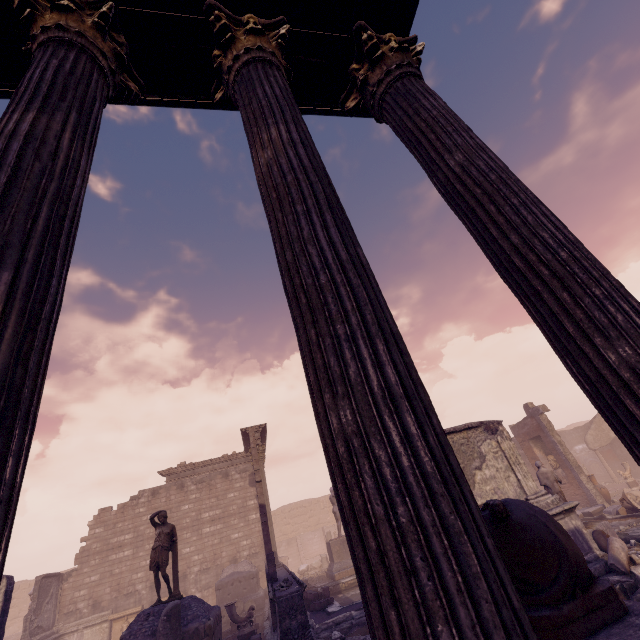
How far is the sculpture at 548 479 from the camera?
10.0m

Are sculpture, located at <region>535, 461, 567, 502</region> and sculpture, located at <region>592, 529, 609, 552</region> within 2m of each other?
yes

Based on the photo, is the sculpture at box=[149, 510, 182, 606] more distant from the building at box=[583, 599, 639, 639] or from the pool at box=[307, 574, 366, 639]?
the building at box=[583, 599, 639, 639]

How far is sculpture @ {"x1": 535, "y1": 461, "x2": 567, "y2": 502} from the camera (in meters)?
10.03

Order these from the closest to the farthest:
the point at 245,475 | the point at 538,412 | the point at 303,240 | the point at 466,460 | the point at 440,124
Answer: the point at 303,240 < the point at 440,124 < the point at 466,460 < the point at 538,412 < the point at 245,475

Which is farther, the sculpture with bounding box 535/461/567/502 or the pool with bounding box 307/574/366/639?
the sculpture with bounding box 535/461/567/502

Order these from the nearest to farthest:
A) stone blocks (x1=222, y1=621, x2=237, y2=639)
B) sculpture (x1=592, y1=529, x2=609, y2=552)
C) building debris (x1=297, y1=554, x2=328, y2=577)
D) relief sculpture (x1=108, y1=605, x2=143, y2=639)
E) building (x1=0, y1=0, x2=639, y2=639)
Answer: building (x1=0, y1=0, x2=639, y2=639) < sculpture (x1=592, y1=529, x2=609, y2=552) < stone blocks (x1=222, y1=621, x2=237, y2=639) < relief sculpture (x1=108, y1=605, x2=143, y2=639) < building debris (x1=297, y1=554, x2=328, y2=577)

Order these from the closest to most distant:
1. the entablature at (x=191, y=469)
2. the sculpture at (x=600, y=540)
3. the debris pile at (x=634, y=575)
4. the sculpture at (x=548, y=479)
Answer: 1. the debris pile at (x=634, y=575)
2. the sculpture at (x=600, y=540)
3. the sculpture at (x=548, y=479)
4. the entablature at (x=191, y=469)
